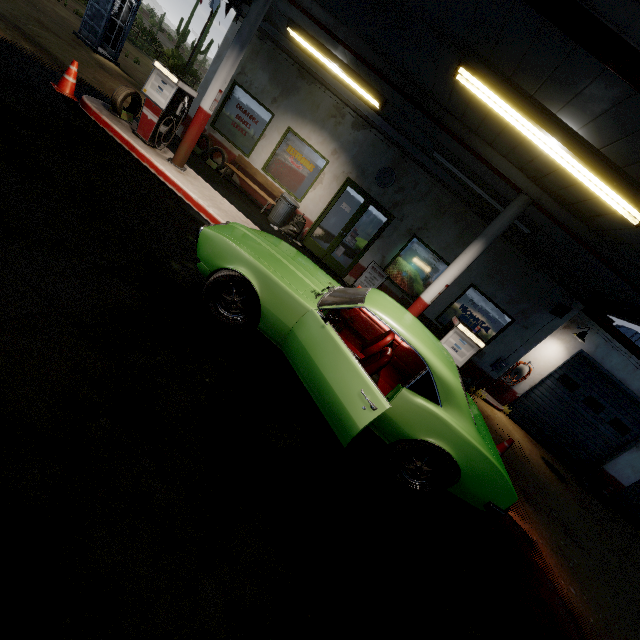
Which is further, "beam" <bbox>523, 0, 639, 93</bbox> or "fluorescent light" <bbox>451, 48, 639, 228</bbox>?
"fluorescent light" <bbox>451, 48, 639, 228</bbox>

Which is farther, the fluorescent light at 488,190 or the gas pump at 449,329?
the fluorescent light at 488,190

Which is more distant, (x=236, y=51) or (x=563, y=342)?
(x=563, y=342)

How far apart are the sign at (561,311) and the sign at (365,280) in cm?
472

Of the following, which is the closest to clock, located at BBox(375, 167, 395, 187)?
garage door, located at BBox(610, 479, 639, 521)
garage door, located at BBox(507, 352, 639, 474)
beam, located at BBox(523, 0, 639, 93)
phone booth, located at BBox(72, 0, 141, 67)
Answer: beam, located at BBox(523, 0, 639, 93)

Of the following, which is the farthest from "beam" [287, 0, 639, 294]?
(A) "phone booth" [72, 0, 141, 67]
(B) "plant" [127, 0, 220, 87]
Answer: (B) "plant" [127, 0, 220, 87]

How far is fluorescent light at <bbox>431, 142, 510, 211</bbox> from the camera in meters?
7.3

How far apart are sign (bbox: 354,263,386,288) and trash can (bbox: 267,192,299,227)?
2.8m
